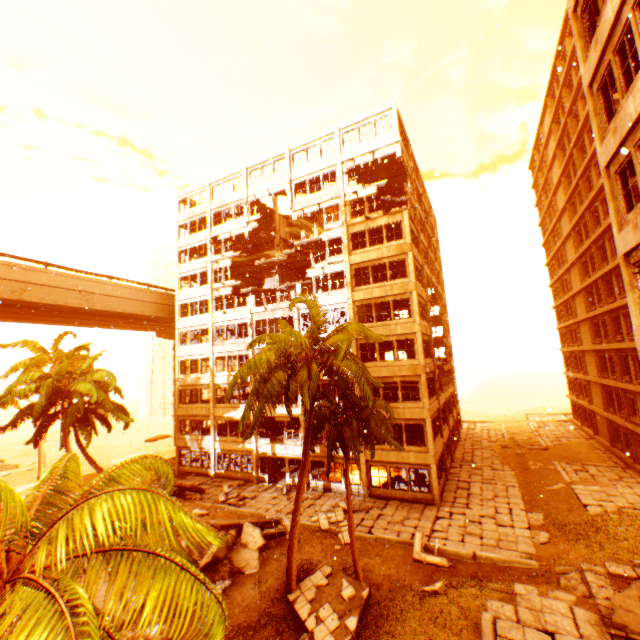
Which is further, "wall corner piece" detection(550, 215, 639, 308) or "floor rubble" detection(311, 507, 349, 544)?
"floor rubble" detection(311, 507, 349, 544)

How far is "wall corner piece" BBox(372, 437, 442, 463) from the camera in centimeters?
2183cm

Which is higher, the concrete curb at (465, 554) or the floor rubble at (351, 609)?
the floor rubble at (351, 609)

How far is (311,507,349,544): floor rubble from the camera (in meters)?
18.17

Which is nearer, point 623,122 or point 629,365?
point 623,122

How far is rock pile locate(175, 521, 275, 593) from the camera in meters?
14.3

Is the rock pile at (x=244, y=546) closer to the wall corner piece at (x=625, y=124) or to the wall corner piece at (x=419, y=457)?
the wall corner piece at (x=419, y=457)

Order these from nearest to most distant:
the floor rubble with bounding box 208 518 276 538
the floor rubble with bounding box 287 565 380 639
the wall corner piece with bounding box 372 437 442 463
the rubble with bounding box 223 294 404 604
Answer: the floor rubble with bounding box 287 565 380 639 < the rubble with bounding box 223 294 404 604 < the floor rubble with bounding box 208 518 276 538 < the wall corner piece with bounding box 372 437 442 463
